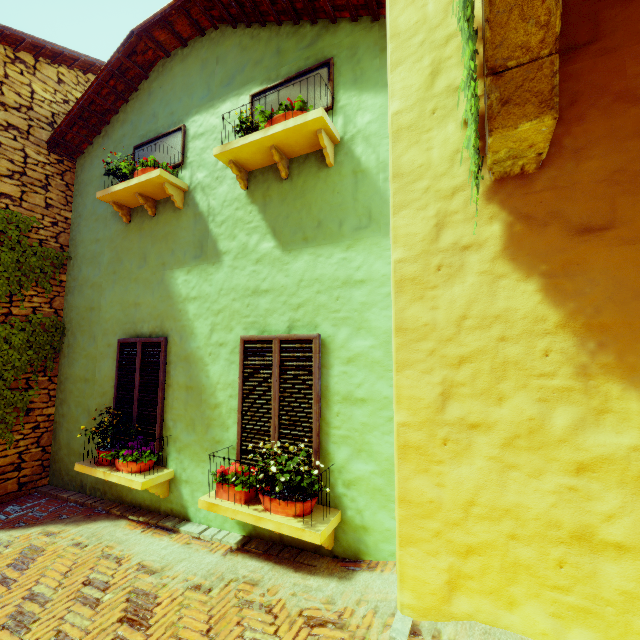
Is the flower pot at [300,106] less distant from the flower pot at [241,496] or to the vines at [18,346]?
the vines at [18,346]

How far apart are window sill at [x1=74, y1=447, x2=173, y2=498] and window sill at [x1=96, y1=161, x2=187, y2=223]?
3.3m

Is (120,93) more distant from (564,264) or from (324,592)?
(324,592)

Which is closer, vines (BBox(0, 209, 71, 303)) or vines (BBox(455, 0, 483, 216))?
vines (BBox(455, 0, 483, 216))

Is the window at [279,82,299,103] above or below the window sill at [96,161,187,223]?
above

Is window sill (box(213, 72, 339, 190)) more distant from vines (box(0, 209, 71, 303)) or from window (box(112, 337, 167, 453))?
vines (box(0, 209, 71, 303))

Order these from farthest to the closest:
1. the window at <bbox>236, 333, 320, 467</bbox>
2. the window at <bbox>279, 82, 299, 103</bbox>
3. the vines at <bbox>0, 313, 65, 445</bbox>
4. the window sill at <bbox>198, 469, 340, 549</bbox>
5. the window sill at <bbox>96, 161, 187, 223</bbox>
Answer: the vines at <bbox>0, 313, 65, 445</bbox> → the window sill at <bbox>96, 161, 187, 223</bbox> → the window at <bbox>279, 82, 299, 103</bbox> → the window at <bbox>236, 333, 320, 467</bbox> → the window sill at <bbox>198, 469, 340, 549</bbox>

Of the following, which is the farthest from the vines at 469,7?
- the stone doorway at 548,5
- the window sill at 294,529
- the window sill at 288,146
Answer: the window sill at 294,529
